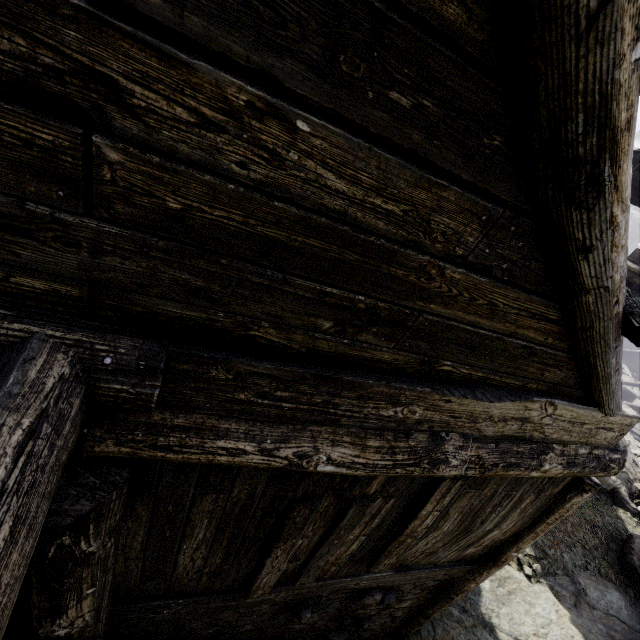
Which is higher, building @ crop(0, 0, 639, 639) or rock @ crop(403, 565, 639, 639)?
building @ crop(0, 0, 639, 639)

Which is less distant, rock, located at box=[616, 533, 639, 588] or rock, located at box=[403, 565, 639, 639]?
rock, located at box=[403, 565, 639, 639]

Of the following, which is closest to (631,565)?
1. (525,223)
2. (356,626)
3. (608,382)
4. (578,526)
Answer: (578,526)

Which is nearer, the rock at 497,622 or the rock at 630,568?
the rock at 497,622

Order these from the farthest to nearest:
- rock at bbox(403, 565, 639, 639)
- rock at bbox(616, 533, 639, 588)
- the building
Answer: rock at bbox(616, 533, 639, 588)
rock at bbox(403, 565, 639, 639)
the building

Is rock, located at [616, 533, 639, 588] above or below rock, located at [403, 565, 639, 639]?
above

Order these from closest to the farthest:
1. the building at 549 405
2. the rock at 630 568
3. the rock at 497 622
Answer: the building at 549 405 → the rock at 497 622 → the rock at 630 568

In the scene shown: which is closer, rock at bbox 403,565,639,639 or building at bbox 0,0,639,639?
building at bbox 0,0,639,639
